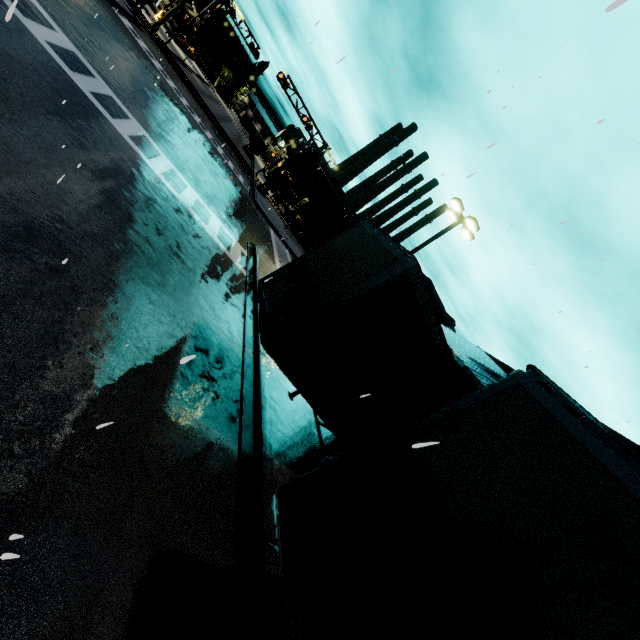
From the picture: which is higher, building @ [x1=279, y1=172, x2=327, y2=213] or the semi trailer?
building @ [x1=279, y1=172, x2=327, y2=213]

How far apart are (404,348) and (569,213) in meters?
13.0

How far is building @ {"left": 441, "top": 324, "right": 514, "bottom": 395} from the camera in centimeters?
1415cm

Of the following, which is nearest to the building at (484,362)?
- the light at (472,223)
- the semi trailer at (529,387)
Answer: the semi trailer at (529,387)

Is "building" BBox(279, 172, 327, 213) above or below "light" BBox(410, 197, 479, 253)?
below

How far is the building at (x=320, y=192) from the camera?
57.7 meters

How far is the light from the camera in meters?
15.7 m

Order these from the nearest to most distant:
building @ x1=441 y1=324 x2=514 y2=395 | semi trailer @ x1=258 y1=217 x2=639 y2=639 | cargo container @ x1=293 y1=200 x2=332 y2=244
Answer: semi trailer @ x1=258 y1=217 x2=639 y2=639
building @ x1=441 y1=324 x2=514 y2=395
cargo container @ x1=293 y1=200 x2=332 y2=244
